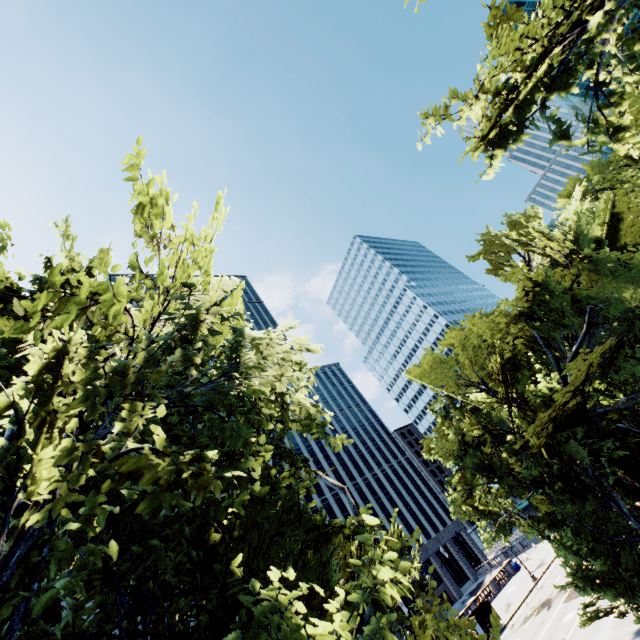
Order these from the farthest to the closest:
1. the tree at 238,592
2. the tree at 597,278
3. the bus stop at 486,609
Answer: the bus stop at 486,609 → the tree at 597,278 → the tree at 238,592

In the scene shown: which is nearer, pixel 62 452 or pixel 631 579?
pixel 62 452

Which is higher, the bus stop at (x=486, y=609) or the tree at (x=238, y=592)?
the tree at (x=238, y=592)

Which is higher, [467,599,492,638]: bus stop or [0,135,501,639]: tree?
[0,135,501,639]: tree

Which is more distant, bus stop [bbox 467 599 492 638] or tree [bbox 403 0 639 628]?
bus stop [bbox 467 599 492 638]

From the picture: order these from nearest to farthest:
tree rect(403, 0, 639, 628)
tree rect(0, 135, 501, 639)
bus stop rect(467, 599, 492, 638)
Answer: tree rect(0, 135, 501, 639) → tree rect(403, 0, 639, 628) → bus stop rect(467, 599, 492, 638)
